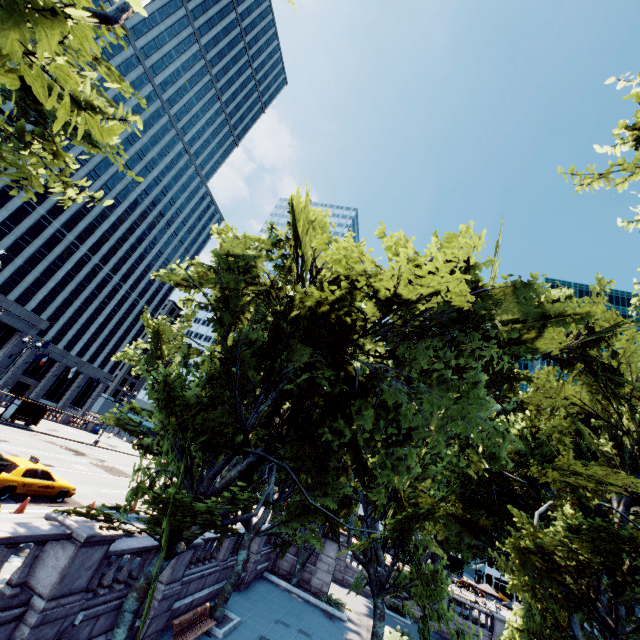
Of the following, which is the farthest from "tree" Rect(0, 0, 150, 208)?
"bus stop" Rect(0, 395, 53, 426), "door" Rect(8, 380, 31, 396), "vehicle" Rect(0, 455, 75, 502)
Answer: "door" Rect(8, 380, 31, 396)

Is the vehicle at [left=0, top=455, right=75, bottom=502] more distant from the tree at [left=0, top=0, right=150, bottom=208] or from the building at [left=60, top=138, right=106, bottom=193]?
the building at [left=60, top=138, right=106, bottom=193]

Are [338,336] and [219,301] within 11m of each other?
yes

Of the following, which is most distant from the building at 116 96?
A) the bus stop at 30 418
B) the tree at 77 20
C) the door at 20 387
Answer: the tree at 77 20

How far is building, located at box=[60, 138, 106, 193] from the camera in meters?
54.5 m

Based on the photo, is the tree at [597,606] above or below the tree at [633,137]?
below
